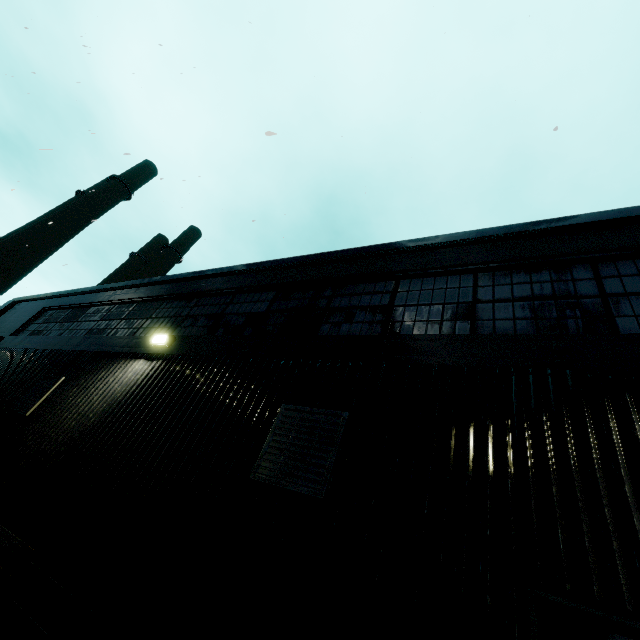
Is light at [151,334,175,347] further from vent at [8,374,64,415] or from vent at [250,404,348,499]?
vent at [250,404,348,499]

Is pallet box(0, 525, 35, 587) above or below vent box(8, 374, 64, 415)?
below

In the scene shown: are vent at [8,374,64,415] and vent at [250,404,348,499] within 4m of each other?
no

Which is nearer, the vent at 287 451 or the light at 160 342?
the vent at 287 451

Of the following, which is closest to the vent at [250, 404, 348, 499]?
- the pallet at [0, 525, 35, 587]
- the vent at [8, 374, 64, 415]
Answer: the pallet at [0, 525, 35, 587]

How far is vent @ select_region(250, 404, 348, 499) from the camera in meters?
3.6

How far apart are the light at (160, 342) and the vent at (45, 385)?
2.6m

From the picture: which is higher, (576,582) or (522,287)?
(522,287)
